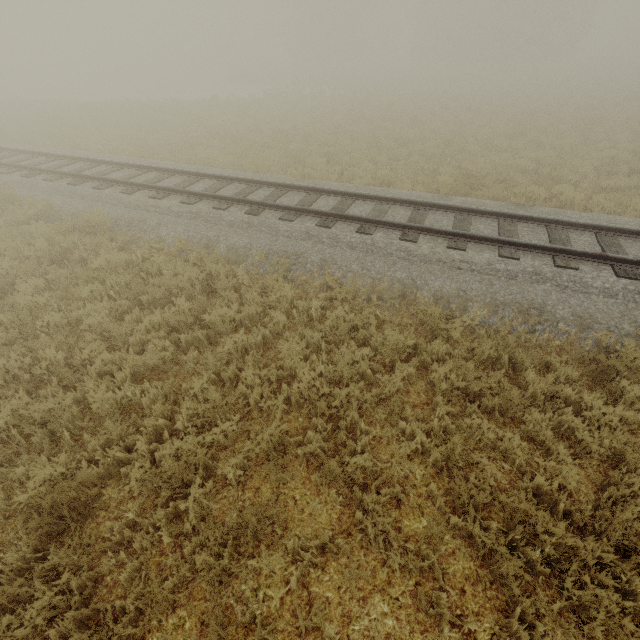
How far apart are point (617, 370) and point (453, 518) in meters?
4.1
